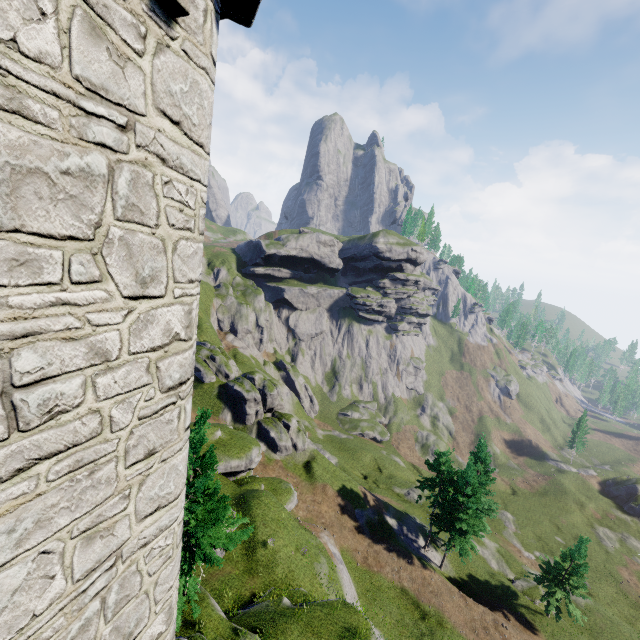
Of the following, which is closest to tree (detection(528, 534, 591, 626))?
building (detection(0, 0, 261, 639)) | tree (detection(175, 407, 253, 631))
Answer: tree (detection(175, 407, 253, 631))

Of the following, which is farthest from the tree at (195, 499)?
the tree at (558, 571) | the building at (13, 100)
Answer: the tree at (558, 571)

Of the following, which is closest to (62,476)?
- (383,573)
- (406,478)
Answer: (383,573)

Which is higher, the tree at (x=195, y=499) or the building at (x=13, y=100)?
the building at (x=13, y=100)

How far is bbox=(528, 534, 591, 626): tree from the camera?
30.86m

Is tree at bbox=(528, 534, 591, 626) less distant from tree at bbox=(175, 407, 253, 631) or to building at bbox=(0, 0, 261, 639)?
tree at bbox=(175, 407, 253, 631)

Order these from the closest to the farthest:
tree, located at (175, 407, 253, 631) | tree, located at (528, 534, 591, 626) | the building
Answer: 1. the building
2. tree, located at (175, 407, 253, 631)
3. tree, located at (528, 534, 591, 626)

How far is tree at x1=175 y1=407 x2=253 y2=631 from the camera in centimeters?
1317cm
